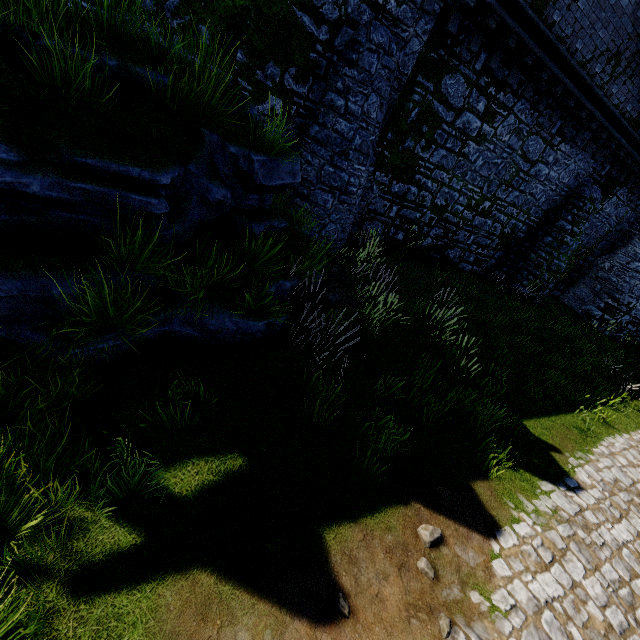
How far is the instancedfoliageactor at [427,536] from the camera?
4.25m

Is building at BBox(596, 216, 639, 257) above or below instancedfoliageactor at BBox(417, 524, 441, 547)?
above

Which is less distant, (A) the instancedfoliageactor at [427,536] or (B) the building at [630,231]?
(A) the instancedfoliageactor at [427,536]

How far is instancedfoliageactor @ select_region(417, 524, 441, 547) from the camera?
4.2 meters

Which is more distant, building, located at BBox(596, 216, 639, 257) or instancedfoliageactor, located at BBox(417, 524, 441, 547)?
building, located at BBox(596, 216, 639, 257)

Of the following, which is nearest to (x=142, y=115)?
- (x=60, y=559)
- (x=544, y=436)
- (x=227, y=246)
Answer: (x=227, y=246)
